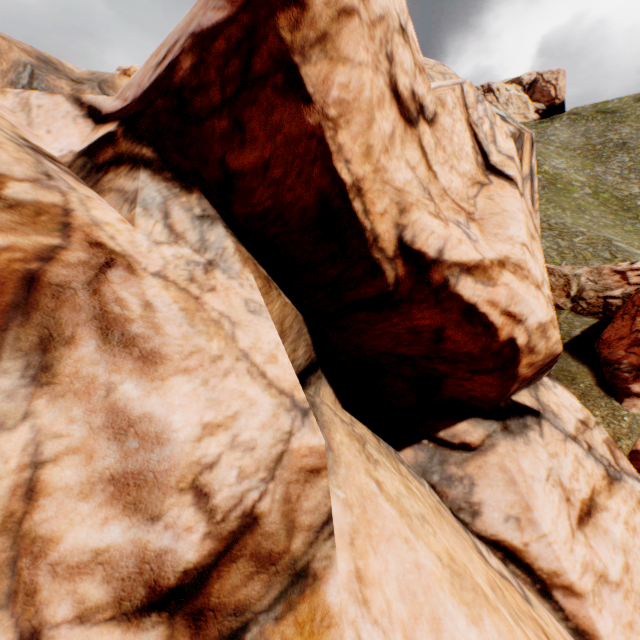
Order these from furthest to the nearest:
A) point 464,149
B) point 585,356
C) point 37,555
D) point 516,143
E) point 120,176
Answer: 1. point 585,356
2. point 516,143
3. point 464,149
4. point 120,176
5. point 37,555
